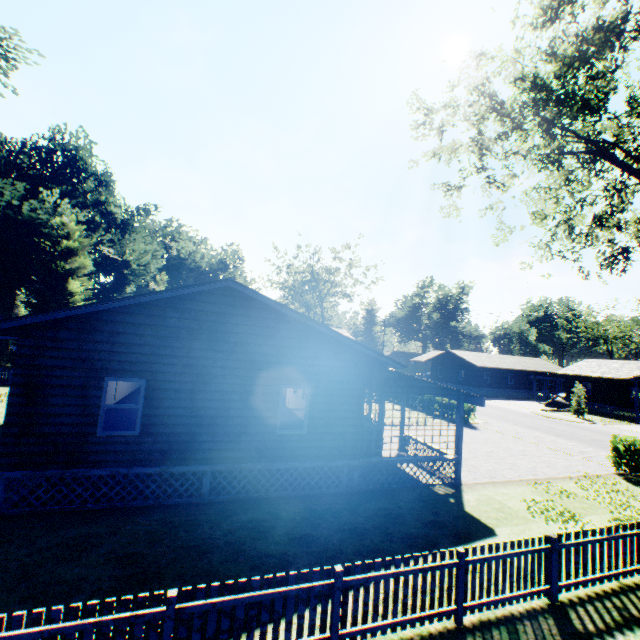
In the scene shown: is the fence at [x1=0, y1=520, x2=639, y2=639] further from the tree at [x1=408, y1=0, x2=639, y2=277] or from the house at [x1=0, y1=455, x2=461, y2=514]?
the house at [x1=0, y1=455, x2=461, y2=514]

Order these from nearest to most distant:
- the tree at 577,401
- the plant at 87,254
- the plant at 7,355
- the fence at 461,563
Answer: the fence at 461,563 → the plant at 7,355 → the plant at 87,254 → the tree at 577,401

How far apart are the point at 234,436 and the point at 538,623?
8.2m

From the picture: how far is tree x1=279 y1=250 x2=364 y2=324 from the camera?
49.6 meters

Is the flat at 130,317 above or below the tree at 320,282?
below

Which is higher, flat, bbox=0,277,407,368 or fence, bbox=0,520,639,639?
flat, bbox=0,277,407,368

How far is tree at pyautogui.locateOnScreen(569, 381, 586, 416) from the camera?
33.7 meters

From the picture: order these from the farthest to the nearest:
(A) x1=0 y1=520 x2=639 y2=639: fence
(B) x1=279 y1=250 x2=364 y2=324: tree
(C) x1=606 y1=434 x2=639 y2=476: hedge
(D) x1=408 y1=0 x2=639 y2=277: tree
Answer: (B) x1=279 y1=250 x2=364 y2=324: tree → (C) x1=606 y1=434 x2=639 y2=476: hedge → (D) x1=408 y1=0 x2=639 y2=277: tree → (A) x1=0 y1=520 x2=639 y2=639: fence
